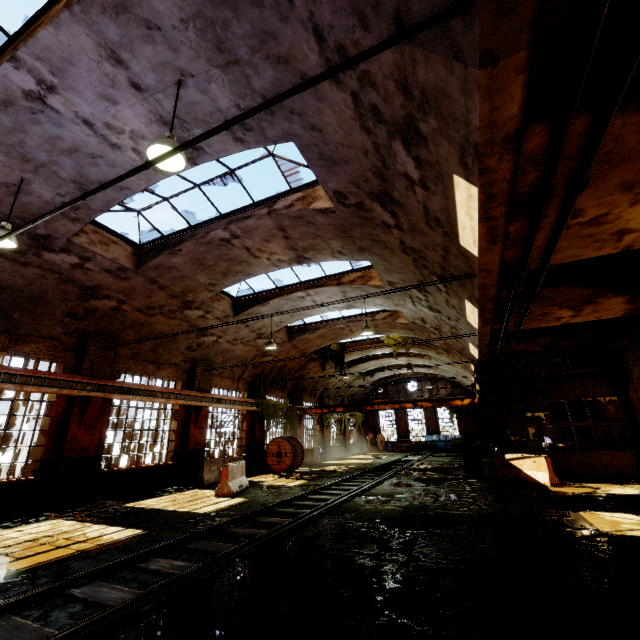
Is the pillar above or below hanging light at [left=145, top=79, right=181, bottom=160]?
below

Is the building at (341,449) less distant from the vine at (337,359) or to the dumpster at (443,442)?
the vine at (337,359)

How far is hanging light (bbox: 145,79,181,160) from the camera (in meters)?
4.47

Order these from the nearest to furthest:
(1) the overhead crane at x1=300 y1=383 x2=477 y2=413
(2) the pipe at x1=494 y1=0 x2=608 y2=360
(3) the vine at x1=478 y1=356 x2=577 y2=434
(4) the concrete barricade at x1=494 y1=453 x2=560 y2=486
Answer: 1. (2) the pipe at x1=494 y1=0 x2=608 y2=360
2. (4) the concrete barricade at x1=494 y1=453 x2=560 y2=486
3. (3) the vine at x1=478 y1=356 x2=577 y2=434
4. (1) the overhead crane at x1=300 y1=383 x2=477 y2=413

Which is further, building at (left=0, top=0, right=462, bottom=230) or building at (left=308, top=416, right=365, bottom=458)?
building at (left=308, top=416, right=365, bottom=458)

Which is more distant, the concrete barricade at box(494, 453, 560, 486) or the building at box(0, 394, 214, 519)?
the concrete barricade at box(494, 453, 560, 486)

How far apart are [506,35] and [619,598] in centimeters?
625cm

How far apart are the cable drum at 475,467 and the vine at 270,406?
10.1 meters
